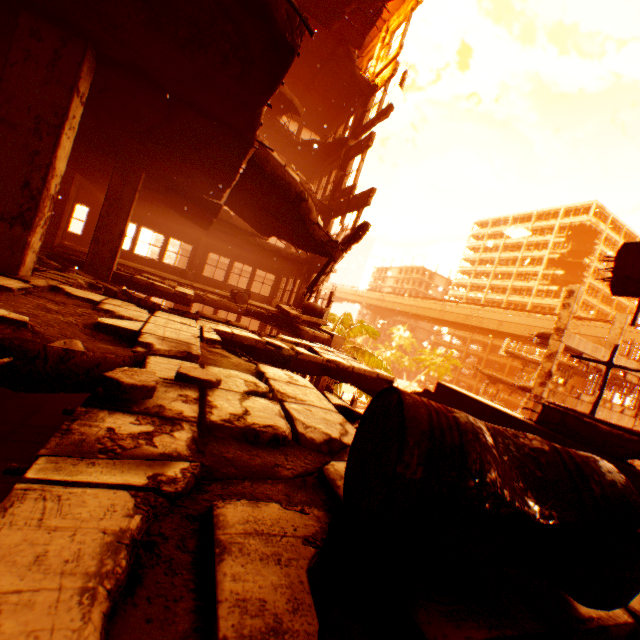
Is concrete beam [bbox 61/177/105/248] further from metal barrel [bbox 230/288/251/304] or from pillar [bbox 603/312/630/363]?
pillar [bbox 603/312/630/363]

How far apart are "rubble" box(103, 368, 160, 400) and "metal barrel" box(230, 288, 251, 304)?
11.3m

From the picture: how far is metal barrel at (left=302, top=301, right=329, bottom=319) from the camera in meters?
11.8

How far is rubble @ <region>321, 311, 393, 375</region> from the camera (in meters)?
20.28

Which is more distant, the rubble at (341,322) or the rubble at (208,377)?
the rubble at (341,322)

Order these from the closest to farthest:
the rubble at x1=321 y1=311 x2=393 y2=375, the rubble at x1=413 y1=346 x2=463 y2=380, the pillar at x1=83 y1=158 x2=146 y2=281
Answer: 1. the pillar at x1=83 y1=158 x2=146 y2=281
2. the rubble at x1=321 y1=311 x2=393 y2=375
3. the rubble at x1=413 y1=346 x2=463 y2=380

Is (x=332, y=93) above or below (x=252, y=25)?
above

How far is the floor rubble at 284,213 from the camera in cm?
438
